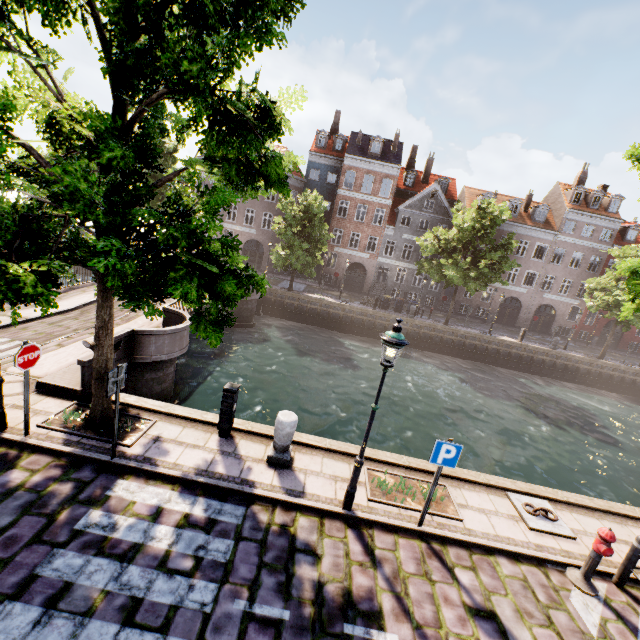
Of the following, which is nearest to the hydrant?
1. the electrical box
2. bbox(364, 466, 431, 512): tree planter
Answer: bbox(364, 466, 431, 512): tree planter

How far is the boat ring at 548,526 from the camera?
6.8m

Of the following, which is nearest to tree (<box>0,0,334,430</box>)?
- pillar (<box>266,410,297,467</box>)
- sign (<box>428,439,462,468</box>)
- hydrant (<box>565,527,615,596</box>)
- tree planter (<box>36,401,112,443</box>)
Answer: tree planter (<box>36,401,112,443</box>)

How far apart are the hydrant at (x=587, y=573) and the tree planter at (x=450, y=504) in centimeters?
187cm

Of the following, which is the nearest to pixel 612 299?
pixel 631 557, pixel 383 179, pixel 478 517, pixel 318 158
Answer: pixel 383 179

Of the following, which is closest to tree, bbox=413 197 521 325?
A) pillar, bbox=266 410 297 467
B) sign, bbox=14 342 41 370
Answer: sign, bbox=14 342 41 370

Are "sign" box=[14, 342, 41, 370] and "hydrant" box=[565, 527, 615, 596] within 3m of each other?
no

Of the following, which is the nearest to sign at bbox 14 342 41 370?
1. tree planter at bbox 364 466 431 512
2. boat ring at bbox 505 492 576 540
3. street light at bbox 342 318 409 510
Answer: street light at bbox 342 318 409 510
